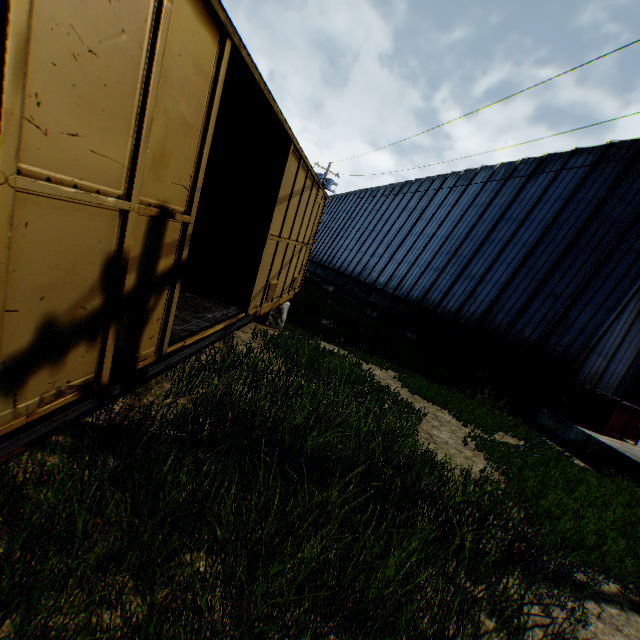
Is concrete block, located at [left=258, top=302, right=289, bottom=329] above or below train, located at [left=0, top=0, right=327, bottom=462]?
below

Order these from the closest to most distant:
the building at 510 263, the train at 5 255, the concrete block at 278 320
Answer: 1. the train at 5 255
2. the concrete block at 278 320
3. the building at 510 263

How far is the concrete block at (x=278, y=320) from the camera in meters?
9.4

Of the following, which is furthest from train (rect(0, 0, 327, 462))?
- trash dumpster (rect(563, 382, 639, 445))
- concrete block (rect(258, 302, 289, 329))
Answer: trash dumpster (rect(563, 382, 639, 445))

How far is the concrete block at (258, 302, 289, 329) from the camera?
9.4m

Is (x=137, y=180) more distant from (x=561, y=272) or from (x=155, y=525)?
(x=561, y=272)

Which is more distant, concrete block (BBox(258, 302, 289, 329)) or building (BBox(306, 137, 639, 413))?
building (BBox(306, 137, 639, 413))

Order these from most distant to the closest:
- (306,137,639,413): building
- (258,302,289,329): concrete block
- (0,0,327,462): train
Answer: (306,137,639,413): building
(258,302,289,329): concrete block
(0,0,327,462): train
